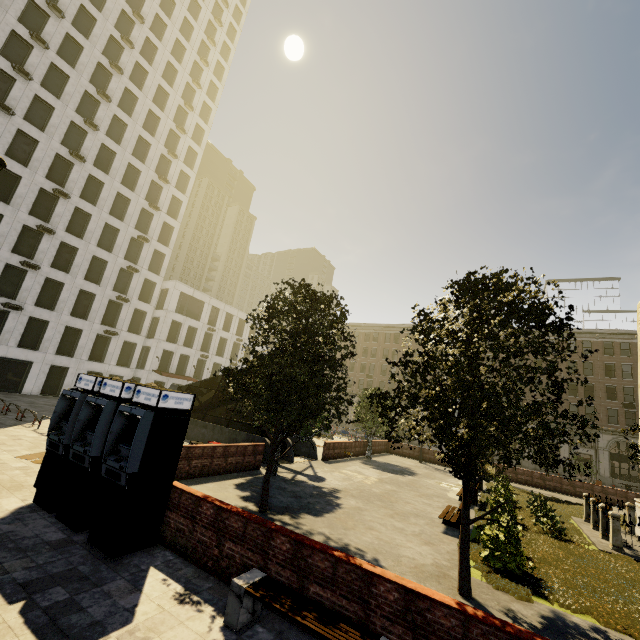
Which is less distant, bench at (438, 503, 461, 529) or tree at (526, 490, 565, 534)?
bench at (438, 503, 461, 529)

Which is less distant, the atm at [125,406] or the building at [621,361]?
the atm at [125,406]

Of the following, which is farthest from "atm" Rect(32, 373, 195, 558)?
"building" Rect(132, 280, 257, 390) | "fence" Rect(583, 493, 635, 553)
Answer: "building" Rect(132, 280, 257, 390)

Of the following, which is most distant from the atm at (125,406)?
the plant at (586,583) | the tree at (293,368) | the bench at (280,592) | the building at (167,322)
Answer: the building at (167,322)

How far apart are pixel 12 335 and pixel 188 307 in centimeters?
1866cm

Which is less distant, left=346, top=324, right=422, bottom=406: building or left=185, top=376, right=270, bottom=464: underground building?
left=185, top=376, right=270, bottom=464: underground building

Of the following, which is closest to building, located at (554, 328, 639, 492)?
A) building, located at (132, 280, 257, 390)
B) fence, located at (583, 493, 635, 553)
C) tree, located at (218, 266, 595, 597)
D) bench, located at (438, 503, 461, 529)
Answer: tree, located at (218, 266, 595, 597)

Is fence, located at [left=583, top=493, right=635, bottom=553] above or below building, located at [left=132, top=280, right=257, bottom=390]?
below
